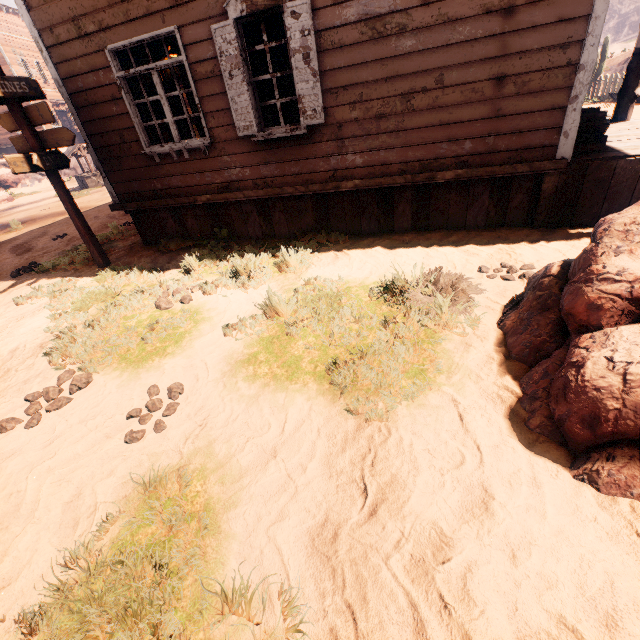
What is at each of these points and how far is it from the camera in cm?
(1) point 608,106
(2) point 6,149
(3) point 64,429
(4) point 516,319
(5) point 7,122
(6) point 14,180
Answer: (1) z, 1332
(2) building, 3162
(3) z, 288
(4) instancedfoliageactor, 297
(5) sign, 531
(6) rock, 2680

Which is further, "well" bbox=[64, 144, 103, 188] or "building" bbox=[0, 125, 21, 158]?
"building" bbox=[0, 125, 21, 158]

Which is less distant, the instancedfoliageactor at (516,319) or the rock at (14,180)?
the instancedfoliageactor at (516,319)

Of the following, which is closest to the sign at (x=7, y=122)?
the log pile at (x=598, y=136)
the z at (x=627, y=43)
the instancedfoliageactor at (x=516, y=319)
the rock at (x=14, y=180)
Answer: the z at (x=627, y=43)

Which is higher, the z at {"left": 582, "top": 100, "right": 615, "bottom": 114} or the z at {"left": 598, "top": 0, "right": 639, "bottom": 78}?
the z at {"left": 598, "top": 0, "right": 639, "bottom": 78}

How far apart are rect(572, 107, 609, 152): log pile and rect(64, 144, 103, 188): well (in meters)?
22.80

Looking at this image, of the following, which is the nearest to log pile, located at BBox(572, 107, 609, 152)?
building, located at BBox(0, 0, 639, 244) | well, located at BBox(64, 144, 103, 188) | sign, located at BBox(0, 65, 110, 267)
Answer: building, located at BBox(0, 0, 639, 244)

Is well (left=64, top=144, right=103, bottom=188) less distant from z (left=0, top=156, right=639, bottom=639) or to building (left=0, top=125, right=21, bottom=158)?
z (left=0, top=156, right=639, bottom=639)
